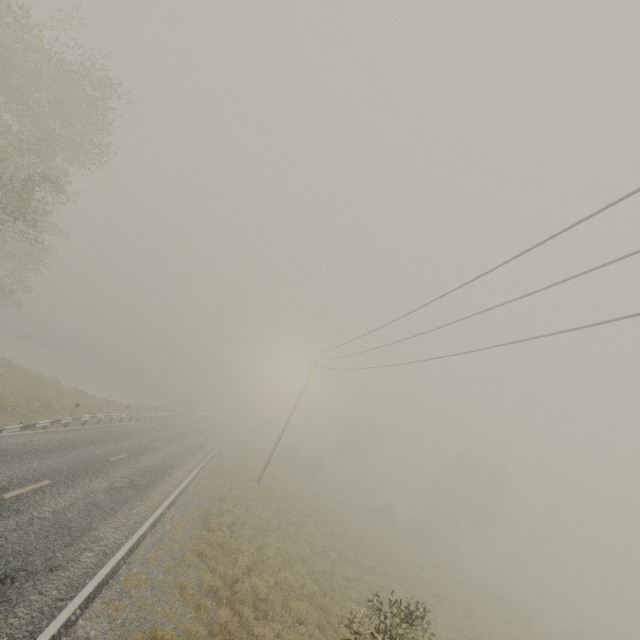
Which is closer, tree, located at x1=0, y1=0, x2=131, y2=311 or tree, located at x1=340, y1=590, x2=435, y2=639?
tree, located at x1=340, y1=590, x2=435, y2=639

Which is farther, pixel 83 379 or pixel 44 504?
pixel 83 379

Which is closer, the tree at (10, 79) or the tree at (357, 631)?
the tree at (357, 631)

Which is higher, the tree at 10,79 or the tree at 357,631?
the tree at 10,79

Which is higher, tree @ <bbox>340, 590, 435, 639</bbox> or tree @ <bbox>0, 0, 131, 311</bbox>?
tree @ <bbox>0, 0, 131, 311</bbox>
